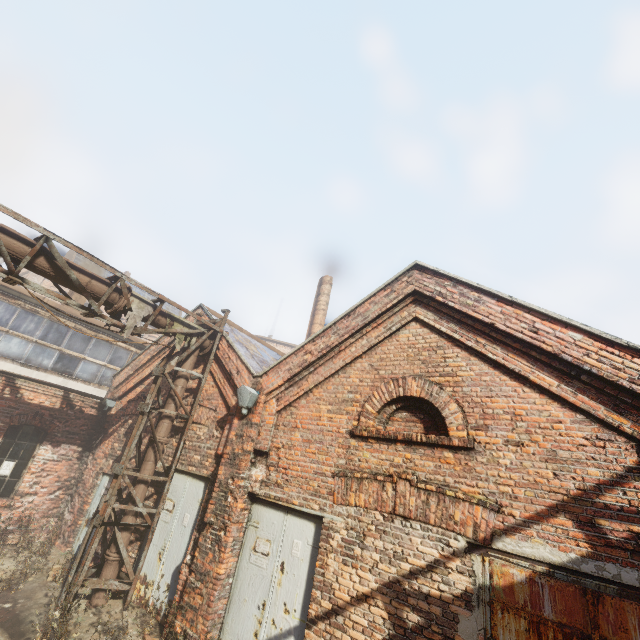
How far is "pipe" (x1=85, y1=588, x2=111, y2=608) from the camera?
6.4m

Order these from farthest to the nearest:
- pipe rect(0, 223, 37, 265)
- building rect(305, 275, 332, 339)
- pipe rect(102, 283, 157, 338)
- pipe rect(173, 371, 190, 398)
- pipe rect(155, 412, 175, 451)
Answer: building rect(305, 275, 332, 339), pipe rect(173, 371, 190, 398), pipe rect(155, 412, 175, 451), pipe rect(102, 283, 157, 338), pipe rect(0, 223, 37, 265)

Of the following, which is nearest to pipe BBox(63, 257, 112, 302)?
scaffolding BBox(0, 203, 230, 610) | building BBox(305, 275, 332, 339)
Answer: scaffolding BBox(0, 203, 230, 610)

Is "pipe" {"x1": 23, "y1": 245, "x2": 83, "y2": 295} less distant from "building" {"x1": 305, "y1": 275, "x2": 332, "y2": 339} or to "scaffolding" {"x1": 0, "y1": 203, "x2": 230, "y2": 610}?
"scaffolding" {"x1": 0, "y1": 203, "x2": 230, "y2": 610}

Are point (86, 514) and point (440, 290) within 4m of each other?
no

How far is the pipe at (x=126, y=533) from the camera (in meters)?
6.85
